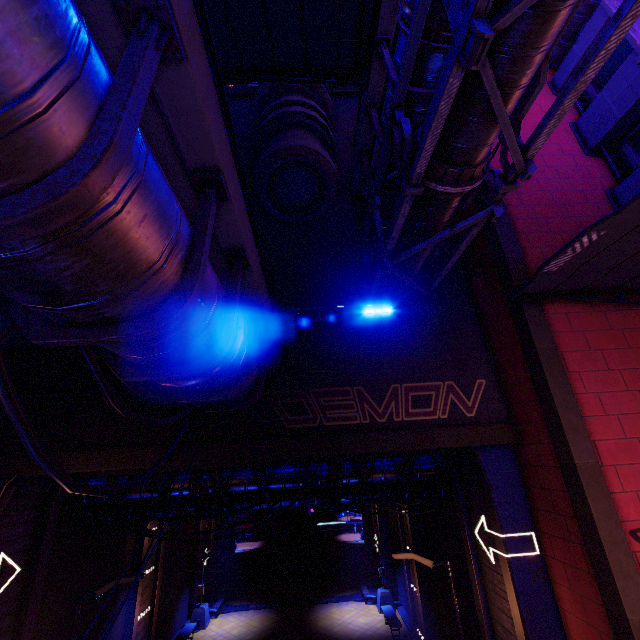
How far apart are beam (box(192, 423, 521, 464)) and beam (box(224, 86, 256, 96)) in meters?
15.9 m

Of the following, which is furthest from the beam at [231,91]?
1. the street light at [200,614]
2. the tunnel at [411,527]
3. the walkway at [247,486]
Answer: the street light at [200,614]

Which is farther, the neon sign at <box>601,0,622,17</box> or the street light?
the street light

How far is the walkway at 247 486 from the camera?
10.9 meters

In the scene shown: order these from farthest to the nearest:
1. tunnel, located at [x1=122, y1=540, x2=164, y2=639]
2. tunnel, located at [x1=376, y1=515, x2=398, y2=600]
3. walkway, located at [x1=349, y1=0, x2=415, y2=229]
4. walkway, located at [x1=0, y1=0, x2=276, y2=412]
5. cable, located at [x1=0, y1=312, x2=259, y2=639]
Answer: tunnel, located at [x1=376, y1=515, x2=398, y2=600] < tunnel, located at [x1=122, y1=540, x2=164, y2=639] < walkway, located at [x1=349, y1=0, x2=415, y2=229] < cable, located at [x1=0, y1=312, x2=259, y2=639] < walkway, located at [x1=0, y1=0, x2=276, y2=412]

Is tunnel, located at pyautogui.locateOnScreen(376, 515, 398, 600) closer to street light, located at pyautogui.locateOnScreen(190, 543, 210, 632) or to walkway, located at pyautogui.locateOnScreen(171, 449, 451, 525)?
walkway, located at pyautogui.locateOnScreen(171, 449, 451, 525)

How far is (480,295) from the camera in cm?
1016

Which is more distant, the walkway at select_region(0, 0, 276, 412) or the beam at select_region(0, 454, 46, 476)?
the beam at select_region(0, 454, 46, 476)
